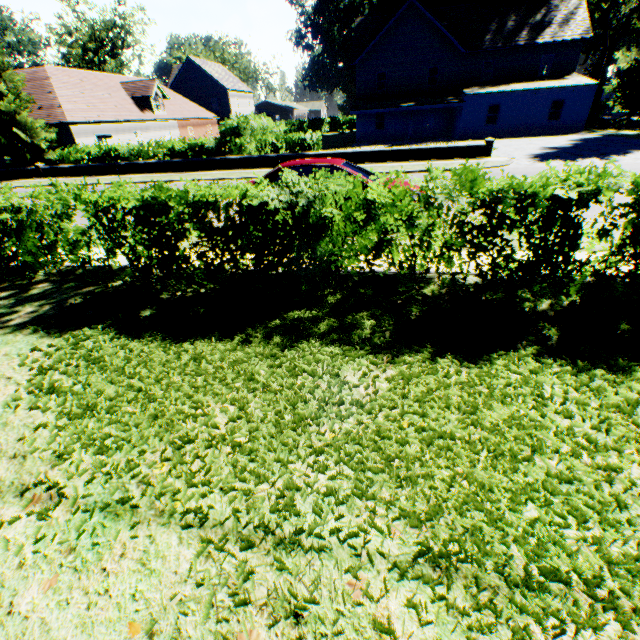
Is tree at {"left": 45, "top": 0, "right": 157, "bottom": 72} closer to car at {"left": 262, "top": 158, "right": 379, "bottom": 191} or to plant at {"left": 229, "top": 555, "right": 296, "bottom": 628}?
plant at {"left": 229, "top": 555, "right": 296, "bottom": 628}

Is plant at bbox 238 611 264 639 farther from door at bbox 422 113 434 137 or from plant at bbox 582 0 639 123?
door at bbox 422 113 434 137

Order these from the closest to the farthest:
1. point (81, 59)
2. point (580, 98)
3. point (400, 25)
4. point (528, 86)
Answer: point (580, 98), point (528, 86), point (400, 25), point (81, 59)

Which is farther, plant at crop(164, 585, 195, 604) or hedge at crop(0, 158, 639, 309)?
hedge at crop(0, 158, 639, 309)

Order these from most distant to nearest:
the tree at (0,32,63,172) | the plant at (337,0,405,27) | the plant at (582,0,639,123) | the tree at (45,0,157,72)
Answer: the tree at (45,0,157,72), the plant at (337,0,405,27), the plant at (582,0,639,123), the tree at (0,32,63,172)

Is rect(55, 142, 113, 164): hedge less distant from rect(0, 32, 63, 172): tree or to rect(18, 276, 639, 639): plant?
rect(0, 32, 63, 172): tree

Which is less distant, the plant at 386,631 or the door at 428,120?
the plant at 386,631

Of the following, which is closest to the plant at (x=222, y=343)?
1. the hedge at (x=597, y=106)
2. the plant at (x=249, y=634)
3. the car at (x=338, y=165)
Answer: the hedge at (x=597, y=106)
